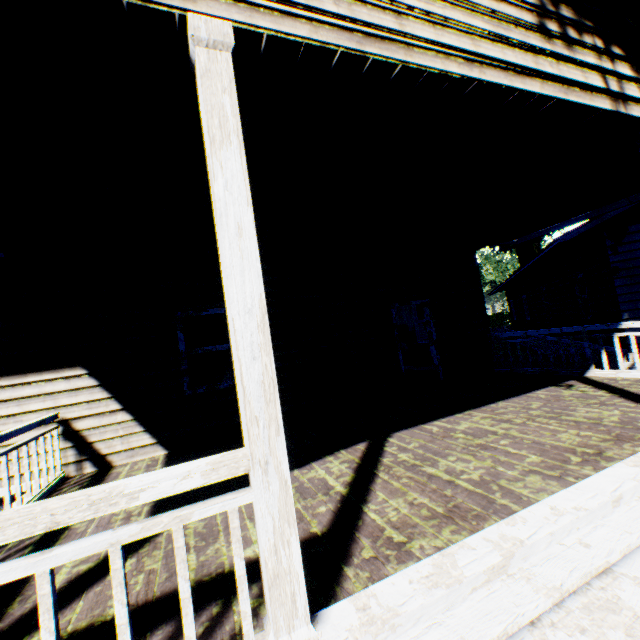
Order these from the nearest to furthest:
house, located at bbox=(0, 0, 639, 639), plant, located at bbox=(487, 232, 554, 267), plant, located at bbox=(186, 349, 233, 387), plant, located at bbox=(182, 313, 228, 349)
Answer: house, located at bbox=(0, 0, 639, 639) → plant, located at bbox=(182, 313, 228, 349) → plant, located at bbox=(186, 349, 233, 387) → plant, located at bbox=(487, 232, 554, 267)

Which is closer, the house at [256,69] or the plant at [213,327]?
the house at [256,69]

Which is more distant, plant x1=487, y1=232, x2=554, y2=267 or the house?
plant x1=487, y1=232, x2=554, y2=267

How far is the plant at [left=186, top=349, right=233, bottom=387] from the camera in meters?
12.4 m

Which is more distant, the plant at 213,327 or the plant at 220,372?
the plant at 220,372

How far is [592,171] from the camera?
4.8m

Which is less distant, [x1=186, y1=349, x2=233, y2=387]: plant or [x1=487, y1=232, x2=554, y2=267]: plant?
[x1=186, y1=349, x2=233, y2=387]: plant
